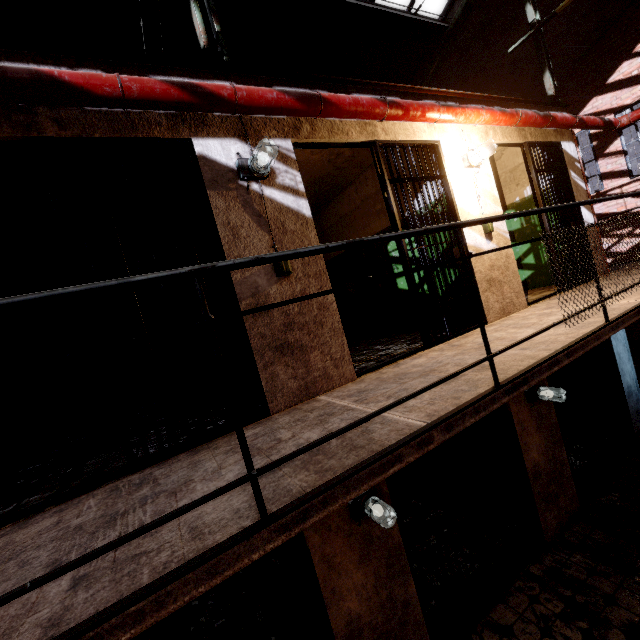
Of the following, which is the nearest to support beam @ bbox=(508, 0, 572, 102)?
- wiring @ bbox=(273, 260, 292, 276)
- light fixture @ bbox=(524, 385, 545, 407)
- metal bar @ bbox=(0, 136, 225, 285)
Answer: metal bar @ bbox=(0, 136, 225, 285)

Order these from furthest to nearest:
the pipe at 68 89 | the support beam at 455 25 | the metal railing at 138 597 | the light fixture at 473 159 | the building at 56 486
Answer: the support beam at 455 25
the light fixture at 473 159
the building at 56 486
the pipe at 68 89
the metal railing at 138 597

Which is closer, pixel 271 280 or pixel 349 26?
pixel 271 280

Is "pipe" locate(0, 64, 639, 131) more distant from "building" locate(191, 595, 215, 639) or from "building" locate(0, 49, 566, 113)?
"building" locate(191, 595, 215, 639)

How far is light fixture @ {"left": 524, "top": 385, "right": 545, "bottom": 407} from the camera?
4.2 meters

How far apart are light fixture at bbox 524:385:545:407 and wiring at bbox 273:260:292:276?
3.6 meters

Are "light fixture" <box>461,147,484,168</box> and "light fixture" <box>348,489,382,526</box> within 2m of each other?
no

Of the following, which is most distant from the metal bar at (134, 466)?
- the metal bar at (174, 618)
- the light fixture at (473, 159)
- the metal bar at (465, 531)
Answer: the light fixture at (473, 159)
